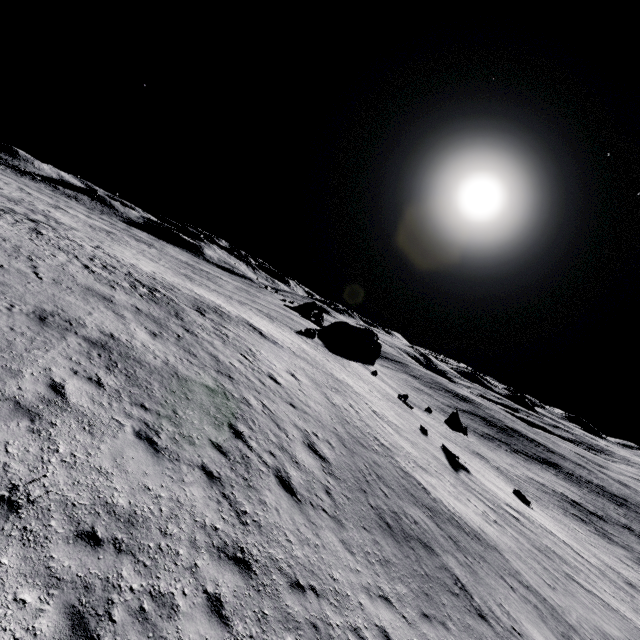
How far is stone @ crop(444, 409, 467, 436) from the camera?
36.12m

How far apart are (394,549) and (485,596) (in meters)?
3.78

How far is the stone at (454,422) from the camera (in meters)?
36.12
